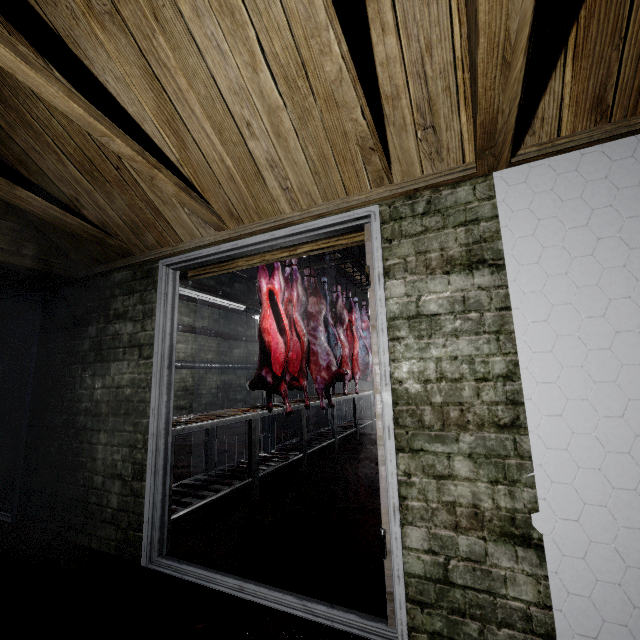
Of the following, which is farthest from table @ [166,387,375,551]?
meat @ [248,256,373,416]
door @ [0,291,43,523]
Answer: door @ [0,291,43,523]

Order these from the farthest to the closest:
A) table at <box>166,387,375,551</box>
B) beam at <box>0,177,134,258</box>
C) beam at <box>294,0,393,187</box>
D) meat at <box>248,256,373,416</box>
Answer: meat at <box>248,256,373,416</box>, table at <box>166,387,375,551</box>, beam at <box>0,177,134,258</box>, beam at <box>294,0,393,187</box>

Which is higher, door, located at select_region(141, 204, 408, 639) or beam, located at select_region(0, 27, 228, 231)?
beam, located at select_region(0, 27, 228, 231)

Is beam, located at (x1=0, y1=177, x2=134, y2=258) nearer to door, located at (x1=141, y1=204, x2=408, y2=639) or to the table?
door, located at (x1=141, y1=204, x2=408, y2=639)

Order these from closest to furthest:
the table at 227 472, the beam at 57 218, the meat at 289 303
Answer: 1. the beam at 57 218
2. the table at 227 472
3. the meat at 289 303

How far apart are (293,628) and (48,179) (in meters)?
2.90

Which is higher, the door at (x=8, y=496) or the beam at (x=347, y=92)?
the beam at (x=347, y=92)

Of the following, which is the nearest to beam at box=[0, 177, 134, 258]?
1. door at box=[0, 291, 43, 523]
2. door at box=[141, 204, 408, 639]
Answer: door at box=[141, 204, 408, 639]
